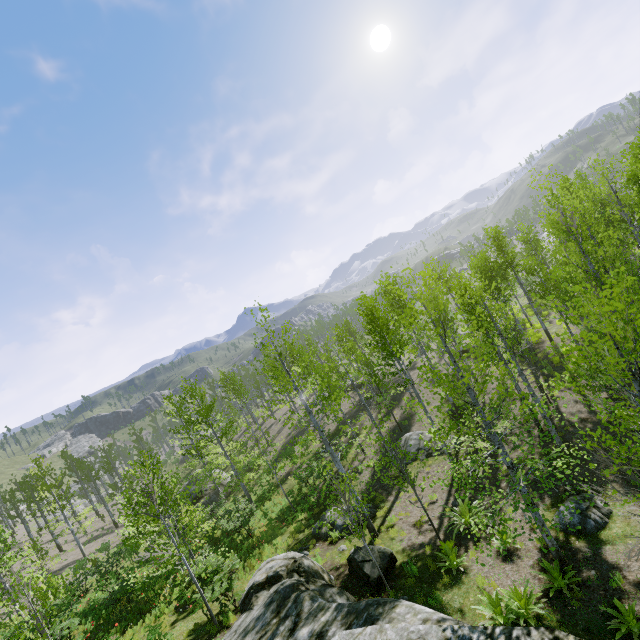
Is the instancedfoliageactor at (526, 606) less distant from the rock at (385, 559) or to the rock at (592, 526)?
the rock at (385, 559)

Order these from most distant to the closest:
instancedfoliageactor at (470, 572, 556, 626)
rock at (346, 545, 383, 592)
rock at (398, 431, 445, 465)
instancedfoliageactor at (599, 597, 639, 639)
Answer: rock at (398, 431, 445, 465) < rock at (346, 545, 383, 592) < instancedfoliageactor at (470, 572, 556, 626) < instancedfoliageactor at (599, 597, 639, 639)

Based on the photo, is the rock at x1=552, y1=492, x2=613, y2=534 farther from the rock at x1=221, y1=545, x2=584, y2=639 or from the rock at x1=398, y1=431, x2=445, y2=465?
the rock at x1=398, y1=431, x2=445, y2=465

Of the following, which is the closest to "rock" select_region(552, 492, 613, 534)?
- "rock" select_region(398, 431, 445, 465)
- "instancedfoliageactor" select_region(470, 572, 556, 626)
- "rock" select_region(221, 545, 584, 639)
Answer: "rock" select_region(221, 545, 584, 639)

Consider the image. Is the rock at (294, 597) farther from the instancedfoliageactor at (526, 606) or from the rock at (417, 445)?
the rock at (417, 445)

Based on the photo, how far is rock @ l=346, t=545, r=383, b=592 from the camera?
10.60m

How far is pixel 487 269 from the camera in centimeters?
2134cm
